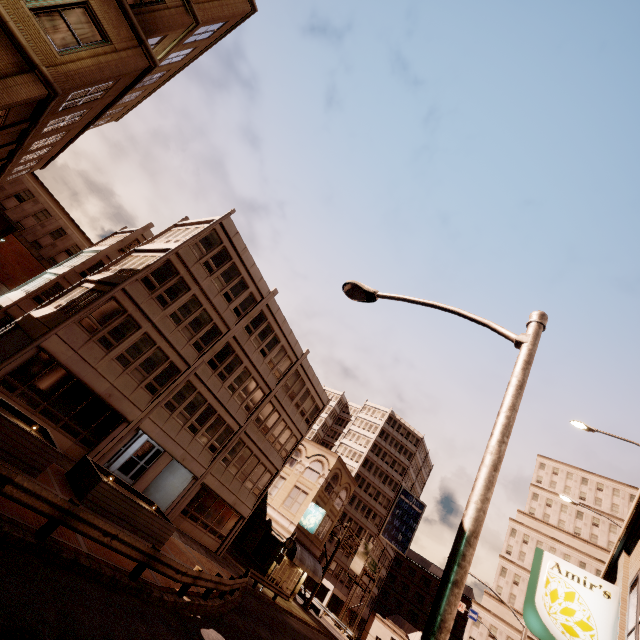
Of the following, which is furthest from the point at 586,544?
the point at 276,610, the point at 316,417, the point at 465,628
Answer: the point at 276,610

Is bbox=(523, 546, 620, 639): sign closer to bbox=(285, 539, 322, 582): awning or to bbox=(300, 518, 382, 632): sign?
bbox=(285, 539, 322, 582): awning

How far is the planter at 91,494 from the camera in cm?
1283

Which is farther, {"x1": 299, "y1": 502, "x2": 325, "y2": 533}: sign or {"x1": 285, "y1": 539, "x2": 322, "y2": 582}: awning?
{"x1": 299, "y1": 502, "x2": 325, "y2": 533}: sign

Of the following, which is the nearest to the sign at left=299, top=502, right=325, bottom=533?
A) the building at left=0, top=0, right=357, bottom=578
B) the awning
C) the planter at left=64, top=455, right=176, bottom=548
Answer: the building at left=0, top=0, right=357, bottom=578

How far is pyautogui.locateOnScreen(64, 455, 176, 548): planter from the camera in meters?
12.8 m

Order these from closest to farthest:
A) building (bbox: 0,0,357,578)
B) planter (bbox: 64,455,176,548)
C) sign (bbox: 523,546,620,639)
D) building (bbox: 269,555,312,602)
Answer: sign (bbox: 523,546,620,639)
building (bbox: 0,0,357,578)
planter (bbox: 64,455,176,548)
building (bbox: 269,555,312,602)

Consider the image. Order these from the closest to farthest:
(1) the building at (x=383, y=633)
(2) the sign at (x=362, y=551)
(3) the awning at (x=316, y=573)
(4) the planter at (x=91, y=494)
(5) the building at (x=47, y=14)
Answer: (5) the building at (x=47, y=14) < (4) the planter at (x=91, y=494) < (3) the awning at (x=316, y=573) < (2) the sign at (x=362, y=551) < (1) the building at (x=383, y=633)
